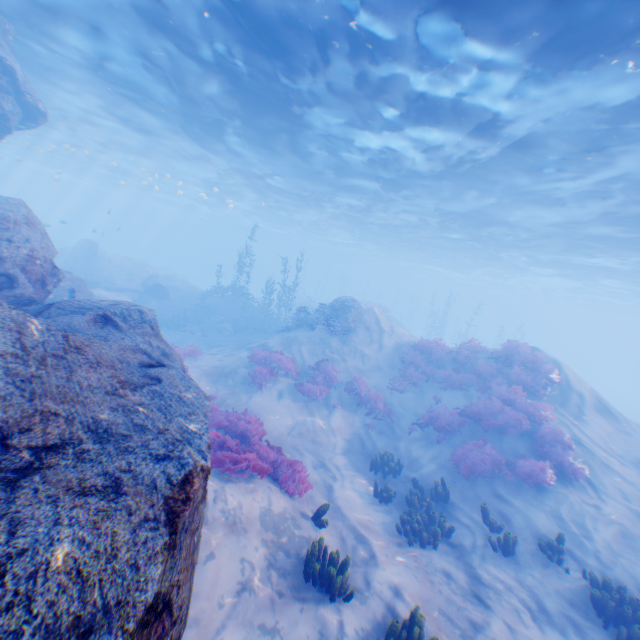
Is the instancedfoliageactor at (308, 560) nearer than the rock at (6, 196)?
No

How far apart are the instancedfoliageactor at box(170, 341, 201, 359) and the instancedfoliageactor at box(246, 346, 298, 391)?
3.03m

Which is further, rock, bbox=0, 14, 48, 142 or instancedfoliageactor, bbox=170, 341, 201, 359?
instancedfoliageactor, bbox=170, 341, 201, 359

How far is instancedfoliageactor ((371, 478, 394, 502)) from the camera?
9.72m

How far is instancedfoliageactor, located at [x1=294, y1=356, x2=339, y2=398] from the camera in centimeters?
1411cm

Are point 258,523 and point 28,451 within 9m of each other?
yes

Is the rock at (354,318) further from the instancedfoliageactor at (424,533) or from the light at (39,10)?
the instancedfoliageactor at (424,533)
